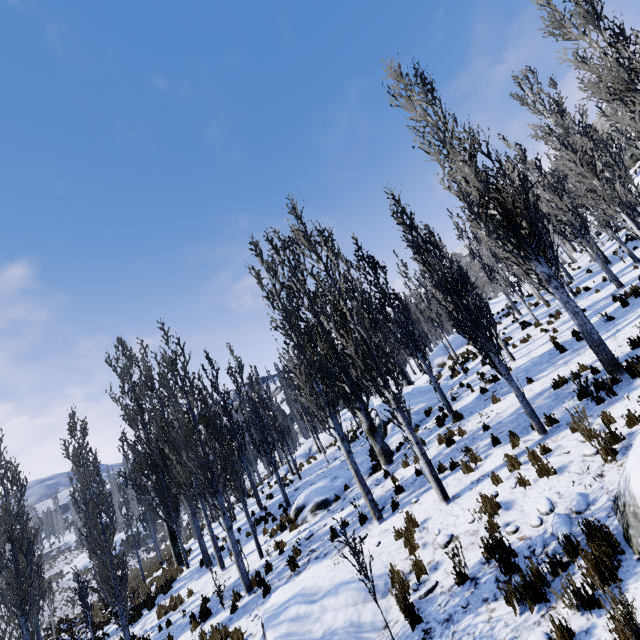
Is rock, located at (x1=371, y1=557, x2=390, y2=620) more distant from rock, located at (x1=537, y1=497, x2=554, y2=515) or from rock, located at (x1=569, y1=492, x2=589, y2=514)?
rock, located at (x1=569, y1=492, x2=589, y2=514)

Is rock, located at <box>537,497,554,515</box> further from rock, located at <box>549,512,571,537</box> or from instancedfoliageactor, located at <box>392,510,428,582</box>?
instancedfoliageactor, located at <box>392,510,428,582</box>

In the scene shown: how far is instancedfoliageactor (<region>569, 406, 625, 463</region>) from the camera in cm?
574

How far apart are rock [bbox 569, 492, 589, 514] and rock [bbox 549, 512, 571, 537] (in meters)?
0.13

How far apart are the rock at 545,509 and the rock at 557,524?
0.16m

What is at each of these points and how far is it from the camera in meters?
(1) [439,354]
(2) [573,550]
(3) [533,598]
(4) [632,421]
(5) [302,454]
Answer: (1) rock, 27.0 m
(2) instancedfoliageactor, 4.5 m
(3) instancedfoliageactor, 4.3 m
(4) instancedfoliageactor, 6.1 m
(5) rock, 28.0 m

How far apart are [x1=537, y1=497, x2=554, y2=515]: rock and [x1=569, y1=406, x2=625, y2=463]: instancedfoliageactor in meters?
1.2 m

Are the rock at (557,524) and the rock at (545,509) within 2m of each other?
yes
